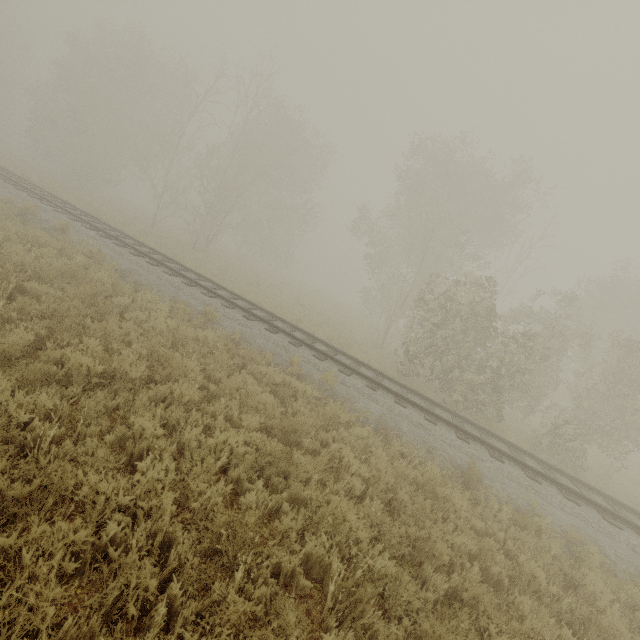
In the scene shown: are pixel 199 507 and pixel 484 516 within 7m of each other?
yes

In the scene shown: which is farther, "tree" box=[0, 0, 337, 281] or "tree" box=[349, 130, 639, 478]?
"tree" box=[0, 0, 337, 281]

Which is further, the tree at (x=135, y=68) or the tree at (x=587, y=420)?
the tree at (x=135, y=68)
